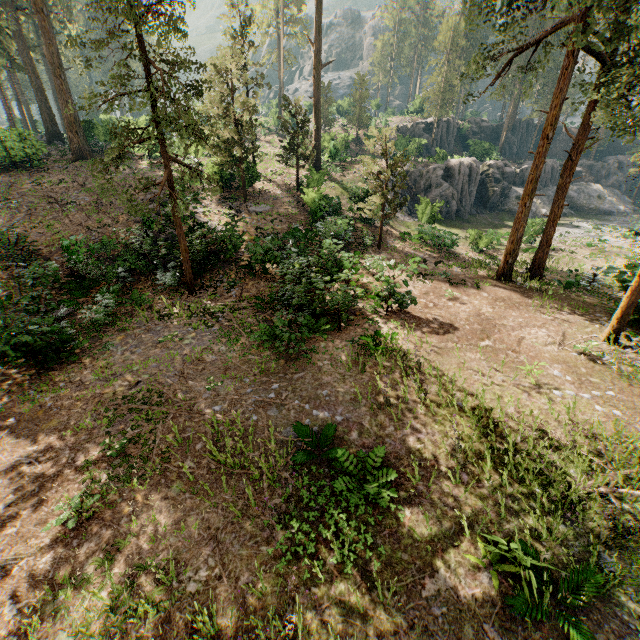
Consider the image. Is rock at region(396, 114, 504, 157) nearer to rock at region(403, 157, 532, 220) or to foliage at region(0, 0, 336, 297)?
foliage at region(0, 0, 336, 297)

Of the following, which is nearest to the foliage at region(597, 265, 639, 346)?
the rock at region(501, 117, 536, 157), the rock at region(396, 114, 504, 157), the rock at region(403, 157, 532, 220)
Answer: the rock at region(501, 117, 536, 157)

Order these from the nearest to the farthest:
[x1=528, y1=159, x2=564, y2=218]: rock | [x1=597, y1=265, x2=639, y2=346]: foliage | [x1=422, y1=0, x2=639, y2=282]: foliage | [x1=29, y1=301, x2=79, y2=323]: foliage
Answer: [x1=29, y1=301, x2=79, y2=323]: foliage → [x1=422, y1=0, x2=639, y2=282]: foliage → [x1=597, y1=265, x2=639, y2=346]: foliage → [x1=528, y1=159, x2=564, y2=218]: rock

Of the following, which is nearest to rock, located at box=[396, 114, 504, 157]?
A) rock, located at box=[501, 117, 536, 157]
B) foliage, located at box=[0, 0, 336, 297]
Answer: foliage, located at box=[0, 0, 336, 297]

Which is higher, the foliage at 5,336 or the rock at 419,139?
the rock at 419,139

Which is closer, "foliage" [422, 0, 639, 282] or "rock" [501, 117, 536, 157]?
"foliage" [422, 0, 639, 282]

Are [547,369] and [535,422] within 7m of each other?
yes

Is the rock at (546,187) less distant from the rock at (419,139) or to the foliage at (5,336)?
the rock at (419,139)
